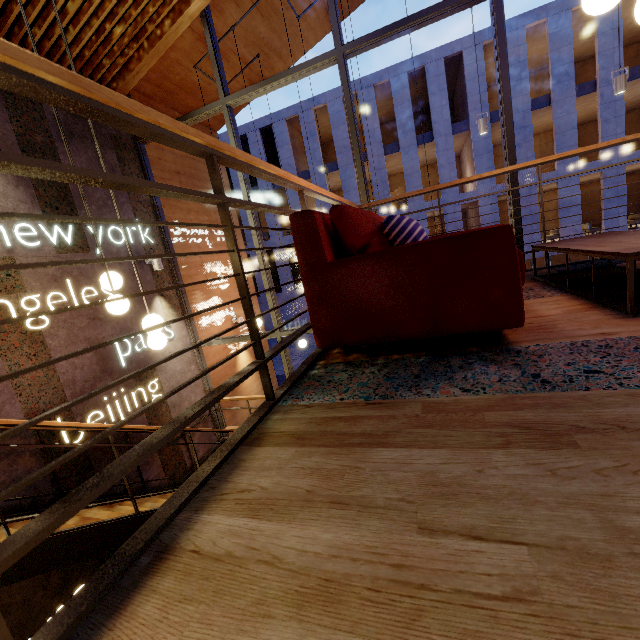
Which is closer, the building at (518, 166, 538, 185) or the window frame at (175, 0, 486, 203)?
the window frame at (175, 0, 486, 203)

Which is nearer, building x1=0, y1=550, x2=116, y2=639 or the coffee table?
the coffee table

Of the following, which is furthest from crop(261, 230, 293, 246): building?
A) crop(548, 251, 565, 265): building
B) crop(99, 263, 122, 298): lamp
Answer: crop(99, 263, 122, 298): lamp

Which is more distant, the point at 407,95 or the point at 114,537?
the point at 407,95

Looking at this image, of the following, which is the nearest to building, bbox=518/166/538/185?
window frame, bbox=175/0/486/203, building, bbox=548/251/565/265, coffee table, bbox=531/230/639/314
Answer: building, bbox=548/251/565/265

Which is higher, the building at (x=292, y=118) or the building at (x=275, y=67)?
the building at (x=292, y=118)

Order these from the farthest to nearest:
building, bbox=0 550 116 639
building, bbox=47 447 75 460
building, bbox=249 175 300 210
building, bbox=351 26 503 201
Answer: building, bbox=249 175 300 210 < building, bbox=351 26 503 201 < building, bbox=47 447 75 460 < building, bbox=0 550 116 639

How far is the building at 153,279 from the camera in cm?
572
